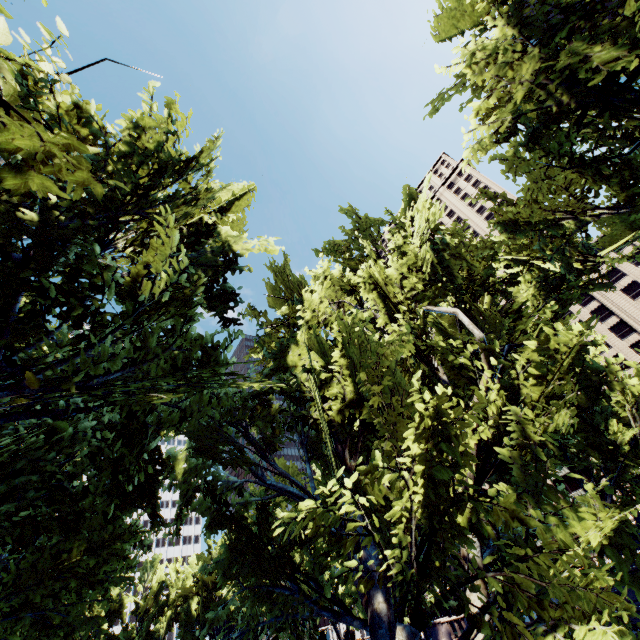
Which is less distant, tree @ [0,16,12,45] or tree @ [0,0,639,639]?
tree @ [0,16,12,45]

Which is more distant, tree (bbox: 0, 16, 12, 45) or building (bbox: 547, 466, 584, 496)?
building (bbox: 547, 466, 584, 496)

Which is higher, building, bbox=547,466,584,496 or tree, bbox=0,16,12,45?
building, bbox=547,466,584,496

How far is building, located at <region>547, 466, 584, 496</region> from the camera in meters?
54.8

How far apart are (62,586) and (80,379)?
10.44m

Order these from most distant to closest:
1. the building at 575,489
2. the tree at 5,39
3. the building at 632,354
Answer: the building at 575,489
the building at 632,354
the tree at 5,39

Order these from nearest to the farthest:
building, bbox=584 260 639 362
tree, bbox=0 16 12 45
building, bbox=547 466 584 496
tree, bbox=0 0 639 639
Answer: tree, bbox=0 16 12 45
tree, bbox=0 0 639 639
building, bbox=584 260 639 362
building, bbox=547 466 584 496

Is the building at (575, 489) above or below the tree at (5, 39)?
above
